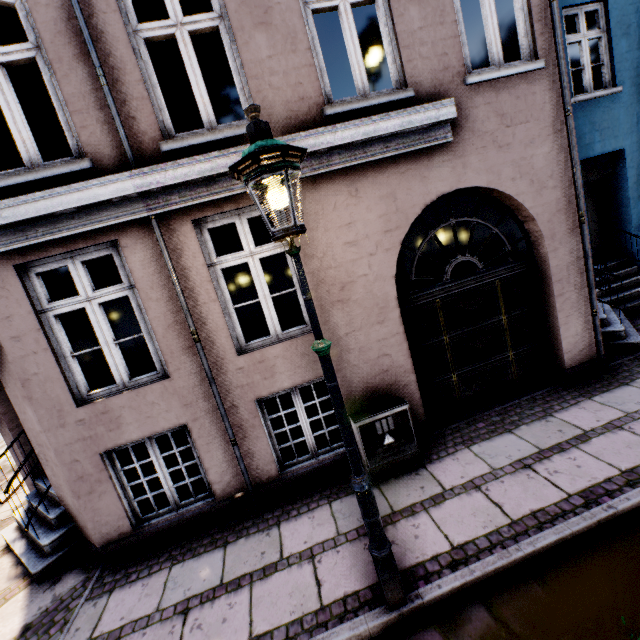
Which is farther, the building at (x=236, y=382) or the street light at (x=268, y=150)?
the building at (x=236, y=382)

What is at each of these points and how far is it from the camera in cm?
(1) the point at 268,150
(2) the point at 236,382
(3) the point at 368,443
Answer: (1) street light, 190
(2) building, 422
(3) electrical box, 423

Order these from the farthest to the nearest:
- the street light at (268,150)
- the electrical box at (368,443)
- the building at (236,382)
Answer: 1. the electrical box at (368,443)
2. the building at (236,382)
3. the street light at (268,150)

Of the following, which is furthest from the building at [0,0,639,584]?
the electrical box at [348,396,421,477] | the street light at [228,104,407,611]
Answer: the street light at [228,104,407,611]

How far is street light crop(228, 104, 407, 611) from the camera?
2.0 meters

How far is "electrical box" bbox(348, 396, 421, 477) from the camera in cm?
421

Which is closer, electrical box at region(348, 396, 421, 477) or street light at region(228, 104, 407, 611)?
street light at region(228, 104, 407, 611)

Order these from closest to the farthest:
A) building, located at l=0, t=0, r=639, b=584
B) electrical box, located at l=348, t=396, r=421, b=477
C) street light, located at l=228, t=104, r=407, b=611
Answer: street light, located at l=228, t=104, r=407, b=611 < building, located at l=0, t=0, r=639, b=584 < electrical box, located at l=348, t=396, r=421, b=477
